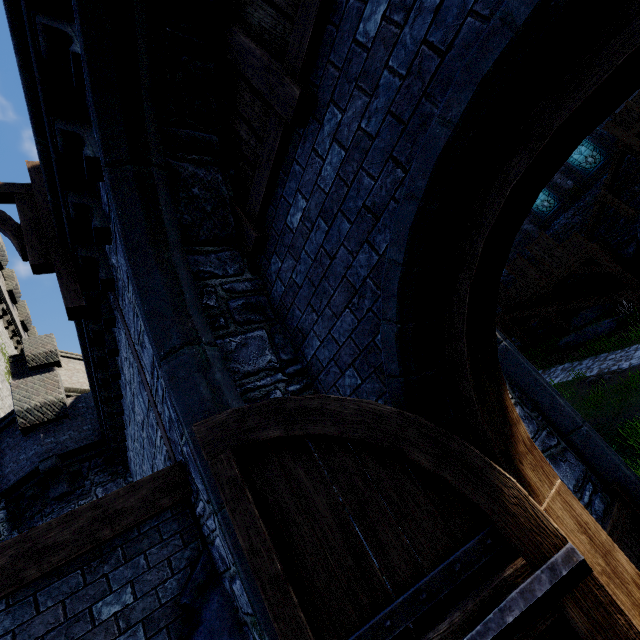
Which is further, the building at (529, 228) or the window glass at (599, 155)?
the building at (529, 228)

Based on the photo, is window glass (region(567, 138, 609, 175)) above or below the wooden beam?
below

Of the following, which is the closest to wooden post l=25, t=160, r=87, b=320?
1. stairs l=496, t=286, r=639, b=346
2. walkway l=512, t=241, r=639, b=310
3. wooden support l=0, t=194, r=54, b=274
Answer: wooden support l=0, t=194, r=54, b=274

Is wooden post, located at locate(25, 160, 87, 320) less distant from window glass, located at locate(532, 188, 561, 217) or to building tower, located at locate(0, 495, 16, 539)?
building tower, located at locate(0, 495, 16, 539)

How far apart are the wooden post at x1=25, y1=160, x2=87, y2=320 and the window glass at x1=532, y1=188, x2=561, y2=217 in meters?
25.2 m

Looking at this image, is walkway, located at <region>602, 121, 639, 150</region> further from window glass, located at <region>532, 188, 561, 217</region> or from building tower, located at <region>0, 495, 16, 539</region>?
building tower, located at <region>0, 495, 16, 539</region>

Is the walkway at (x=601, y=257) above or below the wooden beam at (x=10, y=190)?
below

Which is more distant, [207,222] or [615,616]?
[207,222]
